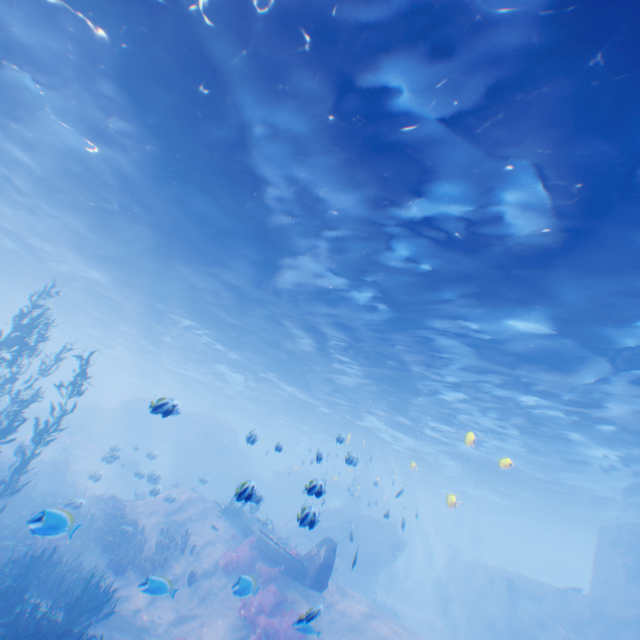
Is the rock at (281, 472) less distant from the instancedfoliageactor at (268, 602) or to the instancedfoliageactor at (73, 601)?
the instancedfoliageactor at (73, 601)

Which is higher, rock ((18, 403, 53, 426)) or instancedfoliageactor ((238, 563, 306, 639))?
rock ((18, 403, 53, 426))

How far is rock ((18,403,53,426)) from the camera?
32.9m

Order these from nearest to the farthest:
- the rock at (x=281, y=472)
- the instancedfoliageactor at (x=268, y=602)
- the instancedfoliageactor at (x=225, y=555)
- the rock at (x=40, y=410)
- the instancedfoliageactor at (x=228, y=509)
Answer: the instancedfoliageactor at (x=268, y=602) → the instancedfoliageactor at (x=225, y=555) → the instancedfoliageactor at (x=228, y=509) → the rock at (x=281, y=472) → the rock at (x=40, y=410)

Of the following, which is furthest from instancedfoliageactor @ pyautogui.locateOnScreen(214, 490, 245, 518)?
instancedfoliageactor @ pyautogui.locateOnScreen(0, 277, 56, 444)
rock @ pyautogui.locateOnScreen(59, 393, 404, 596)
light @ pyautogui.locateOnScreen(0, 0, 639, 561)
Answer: light @ pyautogui.locateOnScreen(0, 0, 639, 561)

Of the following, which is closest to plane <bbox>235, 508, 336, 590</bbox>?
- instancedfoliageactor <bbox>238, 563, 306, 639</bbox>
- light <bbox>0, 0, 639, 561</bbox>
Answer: instancedfoliageactor <bbox>238, 563, 306, 639</bbox>

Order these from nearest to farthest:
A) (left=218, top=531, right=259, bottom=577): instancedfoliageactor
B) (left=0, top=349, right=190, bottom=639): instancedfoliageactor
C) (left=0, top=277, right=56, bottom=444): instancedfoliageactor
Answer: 1. (left=0, top=349, right=190, bottom=639): instancedfoliageactor
2. (left=0, top=277, right=56, bottom=444): instancedfoliageactor
3. (left=218, top=531, right=259, bottom=577): instancedfoliageactor

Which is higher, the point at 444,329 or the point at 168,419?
the point at 444,329
